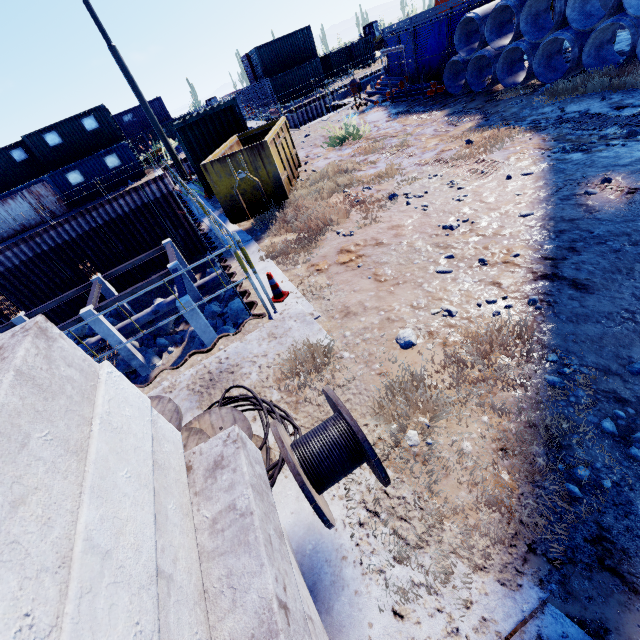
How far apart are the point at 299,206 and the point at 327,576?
7.6m

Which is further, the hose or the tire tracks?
the tire tracks

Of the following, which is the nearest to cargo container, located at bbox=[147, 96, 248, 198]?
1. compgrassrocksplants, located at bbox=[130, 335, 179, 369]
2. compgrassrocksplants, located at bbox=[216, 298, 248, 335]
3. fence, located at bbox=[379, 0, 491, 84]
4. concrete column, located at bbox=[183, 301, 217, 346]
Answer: concrete column, located at bbox=[183, 301, 217, 346]

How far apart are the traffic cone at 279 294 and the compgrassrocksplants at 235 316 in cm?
1083

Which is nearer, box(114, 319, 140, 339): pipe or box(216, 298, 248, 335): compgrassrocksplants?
box(216, 298, 248, 335): compgrassrocksplants

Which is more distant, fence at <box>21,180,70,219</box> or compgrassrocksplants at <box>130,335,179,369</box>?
fence at <box>21,180,70,219</box>

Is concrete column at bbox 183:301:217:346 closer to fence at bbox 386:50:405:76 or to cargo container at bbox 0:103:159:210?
fence at bbox 386:50:405:76

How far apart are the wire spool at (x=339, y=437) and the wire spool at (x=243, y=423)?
0.3 meters
